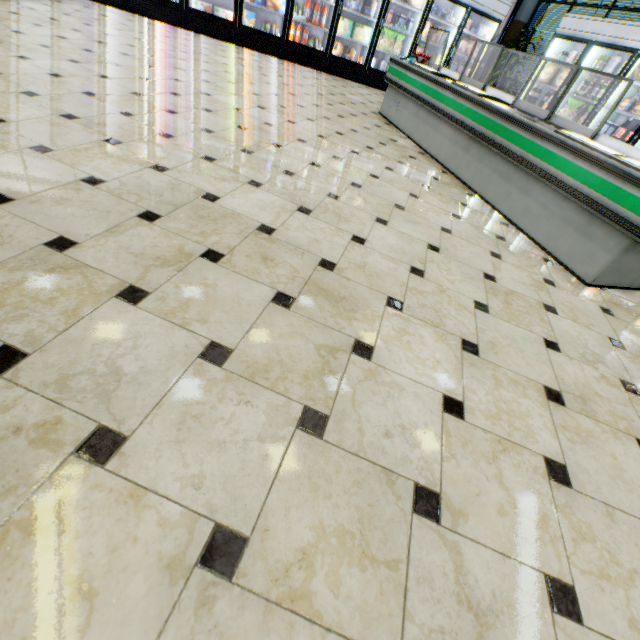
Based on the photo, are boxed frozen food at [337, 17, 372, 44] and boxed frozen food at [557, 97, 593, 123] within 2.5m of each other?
no

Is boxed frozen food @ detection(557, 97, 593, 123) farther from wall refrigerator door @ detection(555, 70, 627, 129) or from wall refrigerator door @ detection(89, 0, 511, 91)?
wall refrigerator door @ detection(89, 0, 511, 91)

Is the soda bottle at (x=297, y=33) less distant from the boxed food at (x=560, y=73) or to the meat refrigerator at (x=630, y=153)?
the meat refrigerator at (x=630, y=153)

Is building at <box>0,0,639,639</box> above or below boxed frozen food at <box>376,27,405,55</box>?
below

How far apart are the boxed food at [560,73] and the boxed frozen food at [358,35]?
3.9 meters

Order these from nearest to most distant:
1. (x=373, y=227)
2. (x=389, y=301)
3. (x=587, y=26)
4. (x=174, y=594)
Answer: (x=174, y=594)
(x=389, y=301)
(x=373, y=227)
(x=587, y=26)

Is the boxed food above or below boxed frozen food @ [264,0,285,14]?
above

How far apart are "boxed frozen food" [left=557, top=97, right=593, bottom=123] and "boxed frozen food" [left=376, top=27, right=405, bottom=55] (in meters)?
4.06
